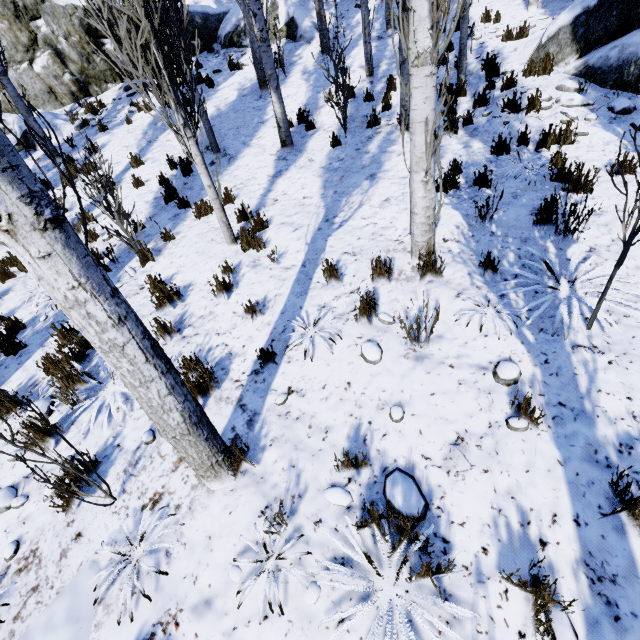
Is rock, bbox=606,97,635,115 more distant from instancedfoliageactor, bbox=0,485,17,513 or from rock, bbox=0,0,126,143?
rock, bbox=0,0,126,143

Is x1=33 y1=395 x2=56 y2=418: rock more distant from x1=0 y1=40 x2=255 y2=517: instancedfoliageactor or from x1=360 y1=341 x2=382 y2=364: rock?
x1=360 y1=341 x2=382 y2=364: rock

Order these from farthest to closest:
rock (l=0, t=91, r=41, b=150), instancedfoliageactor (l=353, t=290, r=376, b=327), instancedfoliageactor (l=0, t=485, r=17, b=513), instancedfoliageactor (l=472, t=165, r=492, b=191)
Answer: rock (l=0, t=91, r=41, b=150) < instancedfoliageactor (l=472, t=165, r=492, b=191) < instancedfoliageactor (l=353, t=290, r=376, b=327) < instancedfoliageactor (l=0, t=485, r=17, b=513)

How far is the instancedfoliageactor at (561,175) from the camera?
3.75m

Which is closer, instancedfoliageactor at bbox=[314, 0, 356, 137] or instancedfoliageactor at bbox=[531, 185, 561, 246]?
instancedfoliageactor at bbox=[531, 185, 561, 246]

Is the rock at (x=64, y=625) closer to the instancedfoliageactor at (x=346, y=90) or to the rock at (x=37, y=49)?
the instancedfoliageactor at (x=346, y=90)

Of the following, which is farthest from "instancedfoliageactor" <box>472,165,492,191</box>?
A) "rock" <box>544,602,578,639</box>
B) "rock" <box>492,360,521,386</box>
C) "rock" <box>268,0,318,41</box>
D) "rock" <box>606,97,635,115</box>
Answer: "rock" <box>268,0,318,41</box>

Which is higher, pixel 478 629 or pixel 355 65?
pixel 355 65
